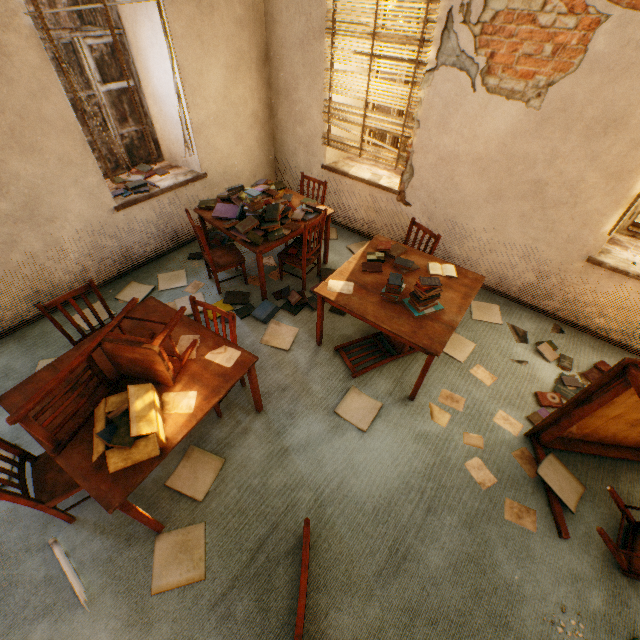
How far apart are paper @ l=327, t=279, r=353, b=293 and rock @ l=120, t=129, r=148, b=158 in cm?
2461

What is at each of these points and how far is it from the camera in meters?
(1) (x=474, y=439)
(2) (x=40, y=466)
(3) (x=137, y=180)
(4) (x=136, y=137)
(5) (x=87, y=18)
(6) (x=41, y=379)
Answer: (1) paper, 2.8
(2) chair, 2.2
(3) book, 3.9
(4) rock, 22.0
(5) rock, 27.9
(6) table, 2.2

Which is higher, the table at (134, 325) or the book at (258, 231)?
the book at (258, 231)

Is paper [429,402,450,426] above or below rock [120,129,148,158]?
above

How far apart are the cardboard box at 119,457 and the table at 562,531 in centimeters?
265cm

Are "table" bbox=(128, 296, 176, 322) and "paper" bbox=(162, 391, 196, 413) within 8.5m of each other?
yes

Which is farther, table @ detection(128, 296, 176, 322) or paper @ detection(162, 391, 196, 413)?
table @ detection(128, 296, 176, 322)

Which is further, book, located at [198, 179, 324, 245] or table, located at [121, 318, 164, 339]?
book, located at [198, 179, 324, 245]
